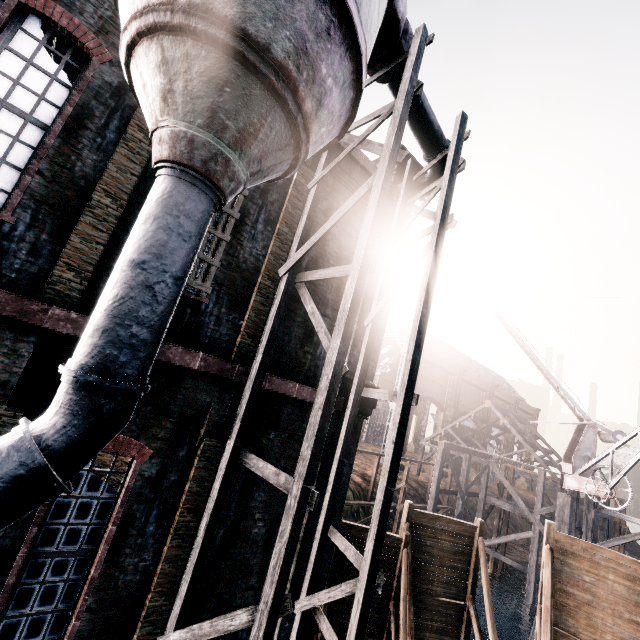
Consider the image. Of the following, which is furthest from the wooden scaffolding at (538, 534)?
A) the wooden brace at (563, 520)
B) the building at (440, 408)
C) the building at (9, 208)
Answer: the building at (9, 208)

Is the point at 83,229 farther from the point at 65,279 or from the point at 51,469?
the point at 51,469

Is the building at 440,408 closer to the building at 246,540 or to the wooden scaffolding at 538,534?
the wooden scaffolding at 538,534

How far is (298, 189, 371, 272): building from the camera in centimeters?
A: 955cm

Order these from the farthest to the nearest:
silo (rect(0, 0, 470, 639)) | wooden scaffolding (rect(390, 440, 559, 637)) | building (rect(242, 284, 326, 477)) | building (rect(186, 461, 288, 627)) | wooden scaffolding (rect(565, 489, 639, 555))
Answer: wooden scaffolding (rect(390, 440, 559, 637))
wooden scaffolding (rect(565, 489, 639, 555))
building (rect(242, 284, 326, 477))
building (rect(186, 461, 288, 627))
silo (rect(0, 0, 470, 639))

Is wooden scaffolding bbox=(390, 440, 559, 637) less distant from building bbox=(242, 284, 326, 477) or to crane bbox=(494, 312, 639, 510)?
crane bbox=(494, 312, 639, 510)

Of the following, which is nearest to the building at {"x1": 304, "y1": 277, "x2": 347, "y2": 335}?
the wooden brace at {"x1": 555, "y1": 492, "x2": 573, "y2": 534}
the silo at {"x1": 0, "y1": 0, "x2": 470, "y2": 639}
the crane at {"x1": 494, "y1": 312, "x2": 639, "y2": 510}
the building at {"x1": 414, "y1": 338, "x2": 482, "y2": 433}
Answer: the silo at {"x1": 0, "y1": 0, "x2": 470, "y2": 639}
